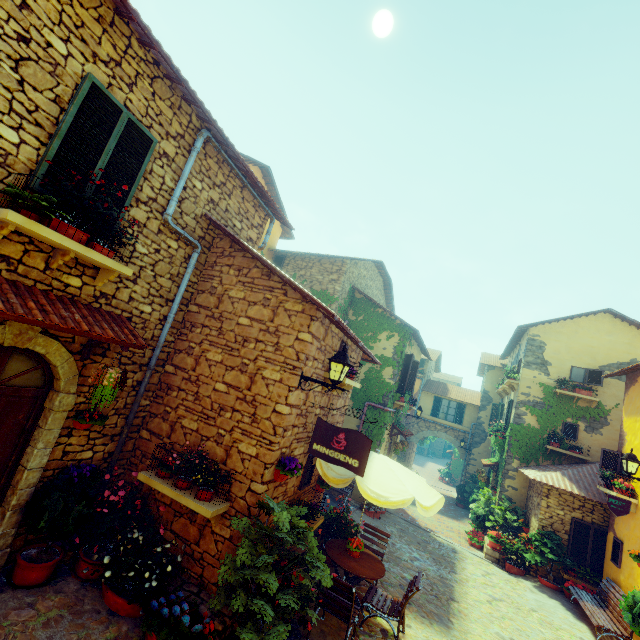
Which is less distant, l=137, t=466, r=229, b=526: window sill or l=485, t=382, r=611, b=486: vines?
l=137, t=466, r=229, b=526: window sill

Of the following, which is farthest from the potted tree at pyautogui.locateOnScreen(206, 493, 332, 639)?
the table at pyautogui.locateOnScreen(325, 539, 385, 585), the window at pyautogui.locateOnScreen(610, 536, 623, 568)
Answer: the window at pyautogui.locateOnScreen(610, 536, 623, 568)

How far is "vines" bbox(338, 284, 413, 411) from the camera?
13.0m

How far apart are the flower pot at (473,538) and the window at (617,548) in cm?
422

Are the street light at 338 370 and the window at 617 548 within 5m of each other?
no

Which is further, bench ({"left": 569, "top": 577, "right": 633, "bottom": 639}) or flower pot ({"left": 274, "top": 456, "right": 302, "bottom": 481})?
bench ({"left": 569, "top": 577, "right": 633, "bottom": 639})

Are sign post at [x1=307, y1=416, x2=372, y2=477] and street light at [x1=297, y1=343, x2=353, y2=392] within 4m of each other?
yes

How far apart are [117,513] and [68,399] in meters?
1.9
